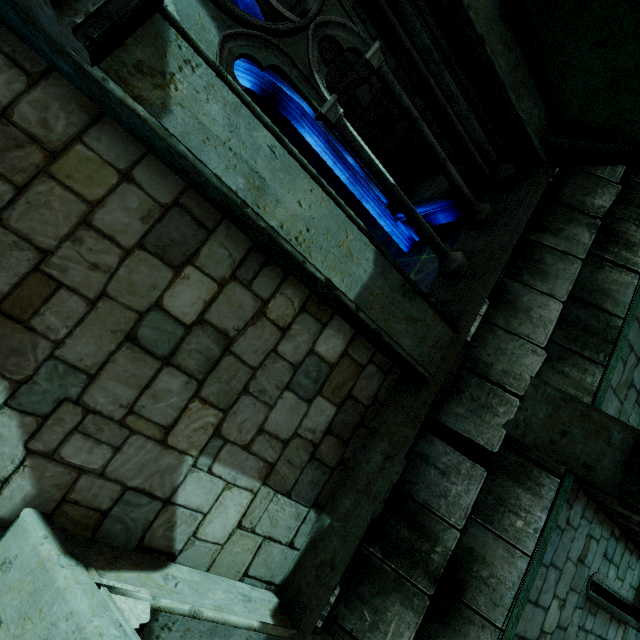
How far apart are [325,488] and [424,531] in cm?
100

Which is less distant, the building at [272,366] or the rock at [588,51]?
the building at [272,366]

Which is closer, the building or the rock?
the building
